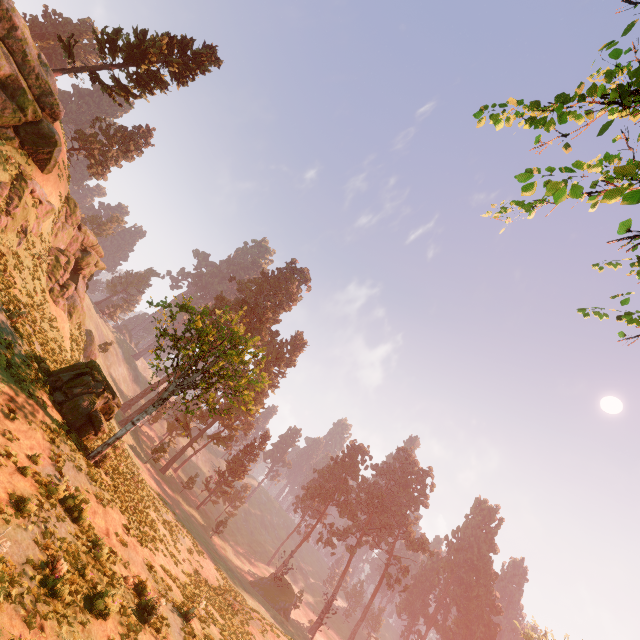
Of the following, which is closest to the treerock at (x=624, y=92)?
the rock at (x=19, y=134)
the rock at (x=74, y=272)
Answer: the rock at (x=19, y=134)

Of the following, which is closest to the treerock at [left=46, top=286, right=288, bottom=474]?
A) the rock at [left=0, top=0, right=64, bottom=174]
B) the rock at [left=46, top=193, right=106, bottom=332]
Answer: the rock at [left=0, top=0, right=64, bottom=174]

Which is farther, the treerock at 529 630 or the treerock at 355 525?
the treerock at 355 525

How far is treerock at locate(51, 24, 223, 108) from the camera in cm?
2425

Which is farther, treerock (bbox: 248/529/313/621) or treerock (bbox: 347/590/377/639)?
treerock (bbox: 347/590/377/639)

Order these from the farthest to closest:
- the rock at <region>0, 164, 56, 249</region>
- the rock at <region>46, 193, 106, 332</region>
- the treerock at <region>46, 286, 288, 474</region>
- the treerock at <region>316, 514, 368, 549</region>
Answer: the treerock at <region>316, 514, 368, 549</region>
the rock at <region>46, 193, 106, 332</region>
the rock at <region>0, 164, 56, 249</region>
the treerock at <region>46, 286, 288, 474</region>

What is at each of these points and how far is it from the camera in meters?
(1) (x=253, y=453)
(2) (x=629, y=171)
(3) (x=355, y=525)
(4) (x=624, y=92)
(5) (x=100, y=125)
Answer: (1) treerock, 57.7
(2) treerock, 3.2
(3) treerock, 58.2
(4) treerock, 5.0
(5) treerock, 50.0
